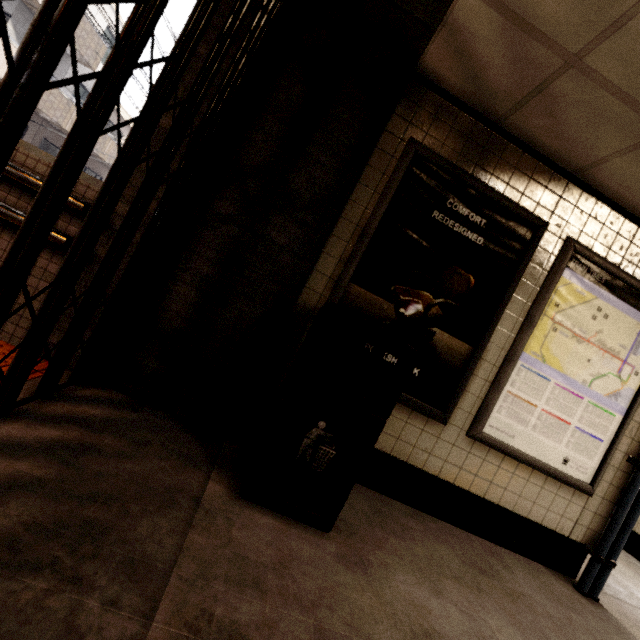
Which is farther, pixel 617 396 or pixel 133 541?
pixel 617 396

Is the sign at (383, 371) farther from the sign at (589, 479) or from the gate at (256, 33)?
the gate at (256, 33)

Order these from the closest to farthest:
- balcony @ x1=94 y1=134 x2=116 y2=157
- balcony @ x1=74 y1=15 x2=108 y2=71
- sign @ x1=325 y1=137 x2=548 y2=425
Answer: sign @ x1=325 y1=137 x2=548 y2=425 → balcony @ x1=74 y1=15 x2=108 y2=71 → balcony @ x1=94 y1=134 x2=116 y2=157

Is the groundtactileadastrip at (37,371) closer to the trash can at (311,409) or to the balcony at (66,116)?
the trash can at (311,409)

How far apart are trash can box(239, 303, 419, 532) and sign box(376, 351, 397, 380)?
0.1m

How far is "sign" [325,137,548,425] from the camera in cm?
238

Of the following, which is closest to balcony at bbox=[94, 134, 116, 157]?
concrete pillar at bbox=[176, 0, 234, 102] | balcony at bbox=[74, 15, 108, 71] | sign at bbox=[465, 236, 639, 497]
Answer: balcony at bbox=[74, 15, 108, 71]

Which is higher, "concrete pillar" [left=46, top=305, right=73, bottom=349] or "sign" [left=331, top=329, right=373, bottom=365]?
"sign" [left=331, top=329, right=373, bottom=365]
